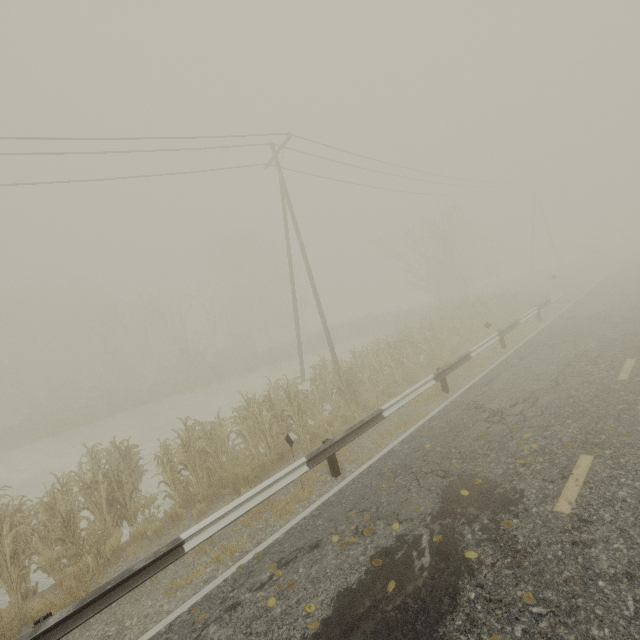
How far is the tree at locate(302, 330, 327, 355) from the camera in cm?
3001

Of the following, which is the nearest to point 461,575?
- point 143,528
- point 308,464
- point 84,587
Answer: point 308,464

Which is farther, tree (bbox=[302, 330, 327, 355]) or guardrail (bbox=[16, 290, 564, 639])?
tree (bbox=[302, 330, 327, 355])

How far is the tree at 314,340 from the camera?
30.01m

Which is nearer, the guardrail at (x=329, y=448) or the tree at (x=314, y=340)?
the guardrail at (x=329, y=448)
